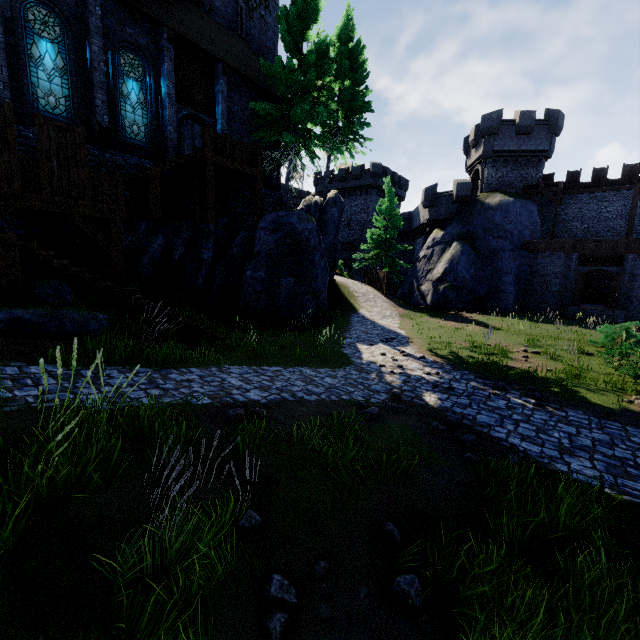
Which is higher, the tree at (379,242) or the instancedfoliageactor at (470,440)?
the tree at (379,242)

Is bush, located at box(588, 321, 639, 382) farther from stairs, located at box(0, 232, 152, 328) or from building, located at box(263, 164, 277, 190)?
building, located at box(263, 164, 277, 190)

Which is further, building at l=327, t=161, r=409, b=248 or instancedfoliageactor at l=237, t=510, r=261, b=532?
building at l=327, t=161, r=409, b=248

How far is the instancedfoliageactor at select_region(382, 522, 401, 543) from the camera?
3.8 meters

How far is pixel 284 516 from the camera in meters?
3.6

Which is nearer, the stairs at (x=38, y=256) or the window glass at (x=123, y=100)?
the stairs at (x=38, y=256)

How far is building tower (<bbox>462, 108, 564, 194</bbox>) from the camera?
28.3 meters

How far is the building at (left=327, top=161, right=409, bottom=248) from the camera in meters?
45.2
